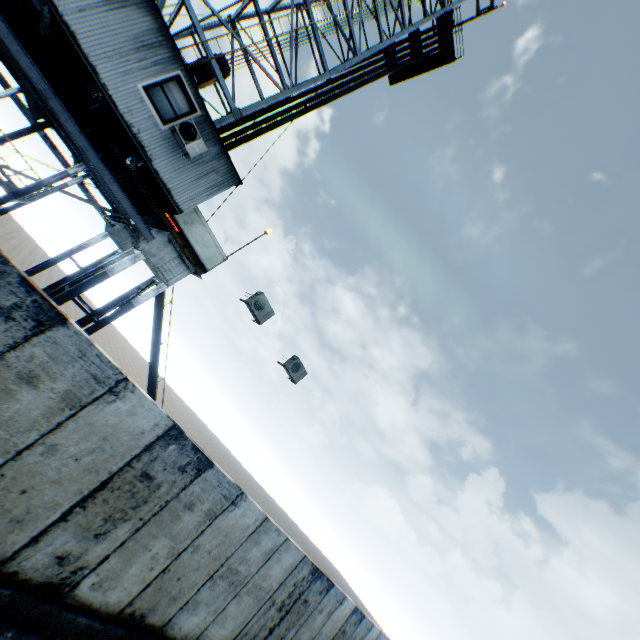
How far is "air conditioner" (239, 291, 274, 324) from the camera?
9.4m

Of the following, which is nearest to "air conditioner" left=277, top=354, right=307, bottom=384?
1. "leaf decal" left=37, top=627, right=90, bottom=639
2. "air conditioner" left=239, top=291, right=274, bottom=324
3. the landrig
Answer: "air conditioner" left=239, top=291, right=274, bottom=324

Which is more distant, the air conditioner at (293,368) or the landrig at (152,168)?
the air conditioner at (293,368)

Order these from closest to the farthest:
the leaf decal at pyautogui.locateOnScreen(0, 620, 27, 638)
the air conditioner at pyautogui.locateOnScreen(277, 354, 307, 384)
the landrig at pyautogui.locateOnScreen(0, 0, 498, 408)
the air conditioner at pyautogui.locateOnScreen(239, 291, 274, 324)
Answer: the leaf decal at pyautogui.locateOnScreen(0, 620, 27, 638), the landrig at pyautogui.locateOnScreen(0, 0, 498, 408), the air conditioner at pyautogui.locateOnScreen(239, 291, 274, 324), the air conditioner at pyautogui.locateOnScreen(277, 354, 307, 384)

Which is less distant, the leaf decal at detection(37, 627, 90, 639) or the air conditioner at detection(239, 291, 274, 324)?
the leaf decal at detection(37, 627, 90, 639)

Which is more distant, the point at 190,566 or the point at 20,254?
the point at 20,254

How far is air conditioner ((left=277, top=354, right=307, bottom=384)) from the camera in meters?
10.9

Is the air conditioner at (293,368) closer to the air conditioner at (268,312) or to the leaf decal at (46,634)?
the air conditioner at (268,312)
